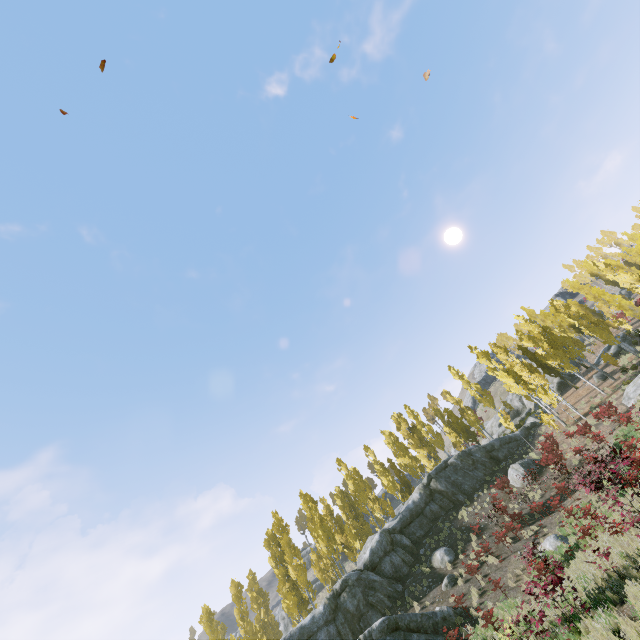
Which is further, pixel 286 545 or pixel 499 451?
pixel 499 451

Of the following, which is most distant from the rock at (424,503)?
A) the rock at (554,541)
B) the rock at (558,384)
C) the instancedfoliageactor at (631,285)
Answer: the rock at (554,541)

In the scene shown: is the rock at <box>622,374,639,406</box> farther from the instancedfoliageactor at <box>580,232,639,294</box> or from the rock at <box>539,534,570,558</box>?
the rock at <box>539,534,570,558</box>

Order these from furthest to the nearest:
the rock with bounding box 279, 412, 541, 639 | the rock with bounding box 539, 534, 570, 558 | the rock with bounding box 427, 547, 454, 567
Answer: the rock with bounding box 427, 547, 454, 567
the rock with bounding box 279, 412, 541, 639
the rock with bounding box 539, 534, 570, 558

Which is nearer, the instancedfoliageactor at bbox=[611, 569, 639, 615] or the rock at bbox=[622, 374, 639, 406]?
the instancedfoliageactor at bbox=[611, 569, 639, 615]

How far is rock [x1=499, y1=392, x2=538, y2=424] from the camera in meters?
44.5

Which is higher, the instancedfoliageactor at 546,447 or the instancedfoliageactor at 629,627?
the instancedfoliageactor at 546,447
